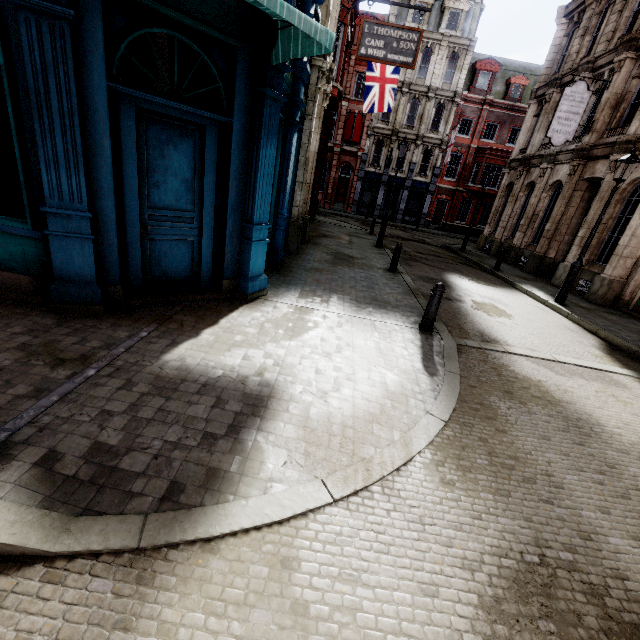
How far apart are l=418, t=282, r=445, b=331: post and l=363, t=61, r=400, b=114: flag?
15.39m

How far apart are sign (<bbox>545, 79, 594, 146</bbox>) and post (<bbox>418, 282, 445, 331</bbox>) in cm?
1386

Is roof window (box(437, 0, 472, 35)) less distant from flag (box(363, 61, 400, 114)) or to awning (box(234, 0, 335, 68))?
flag (box(363, 61, 400, 114))

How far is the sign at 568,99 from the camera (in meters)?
13.92

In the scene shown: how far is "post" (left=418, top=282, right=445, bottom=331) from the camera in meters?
6.2

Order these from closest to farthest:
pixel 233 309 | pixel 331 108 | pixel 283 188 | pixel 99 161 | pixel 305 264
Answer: pixel 99 161, pixel 233 309, pixel 283 188, pixel 305 264, pixel 331 108

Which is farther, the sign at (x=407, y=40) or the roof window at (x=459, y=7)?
the roof window at (x=459, y=7)

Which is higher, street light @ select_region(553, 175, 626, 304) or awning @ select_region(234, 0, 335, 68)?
awning @ select_region(234, 0, 335, 68)
